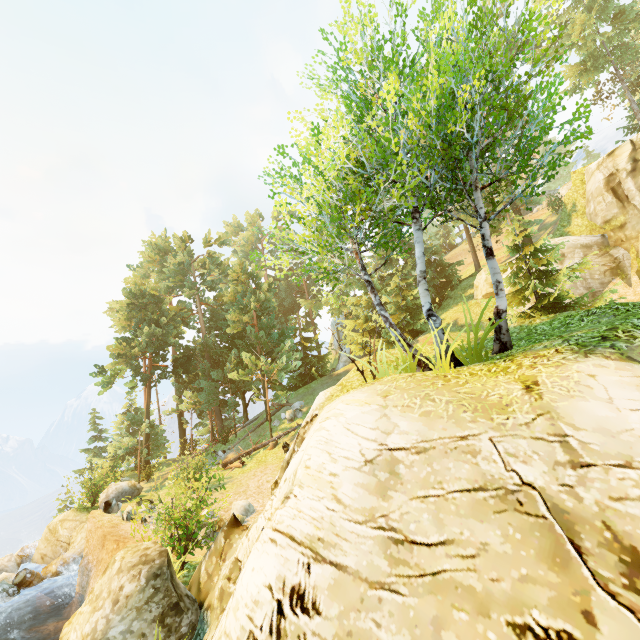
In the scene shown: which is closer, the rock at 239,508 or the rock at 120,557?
the rock at 120,557

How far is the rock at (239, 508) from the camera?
13.7 meters

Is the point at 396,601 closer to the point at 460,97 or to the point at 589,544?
the point at 589,544

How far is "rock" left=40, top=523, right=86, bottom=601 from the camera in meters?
14.2

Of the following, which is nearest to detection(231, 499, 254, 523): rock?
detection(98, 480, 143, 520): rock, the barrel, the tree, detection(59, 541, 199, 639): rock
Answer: detection(59, 541, 199, 639): rock

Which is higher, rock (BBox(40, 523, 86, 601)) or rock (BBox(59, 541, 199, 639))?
rock (BBox(59, 541, 199, 639))

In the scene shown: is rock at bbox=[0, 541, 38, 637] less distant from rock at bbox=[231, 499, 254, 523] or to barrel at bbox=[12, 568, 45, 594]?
barrel at bbox=[12, 568, 45, 594]
